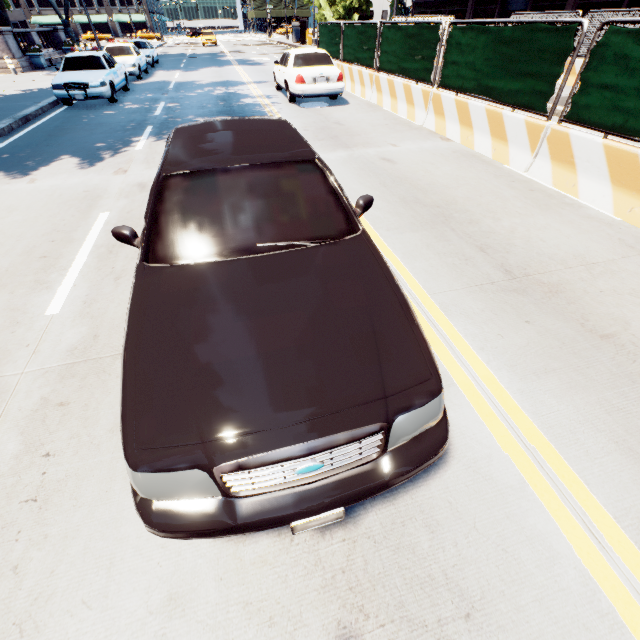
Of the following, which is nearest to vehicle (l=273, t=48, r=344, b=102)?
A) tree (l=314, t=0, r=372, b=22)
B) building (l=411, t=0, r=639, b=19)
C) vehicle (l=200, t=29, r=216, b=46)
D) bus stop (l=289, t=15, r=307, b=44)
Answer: tree (l=314, t=0, r=372, b=22)

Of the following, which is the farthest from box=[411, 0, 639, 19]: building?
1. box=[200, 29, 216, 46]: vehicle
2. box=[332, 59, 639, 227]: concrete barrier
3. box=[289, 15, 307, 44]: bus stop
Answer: box=[200, 29, 216, 46]: vehicle

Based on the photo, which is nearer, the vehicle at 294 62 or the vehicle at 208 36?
the vehicle at 294 62

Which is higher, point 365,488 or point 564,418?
point 365,488

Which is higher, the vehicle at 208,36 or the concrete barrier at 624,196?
the vehicle at 208,36

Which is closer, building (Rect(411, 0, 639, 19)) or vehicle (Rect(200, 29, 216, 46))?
building (Rect(411, 0, 639, 19))

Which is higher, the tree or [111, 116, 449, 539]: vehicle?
the tree

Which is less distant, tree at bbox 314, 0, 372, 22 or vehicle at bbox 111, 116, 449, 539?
vehicle at bbox 111, 116, 449, 539
